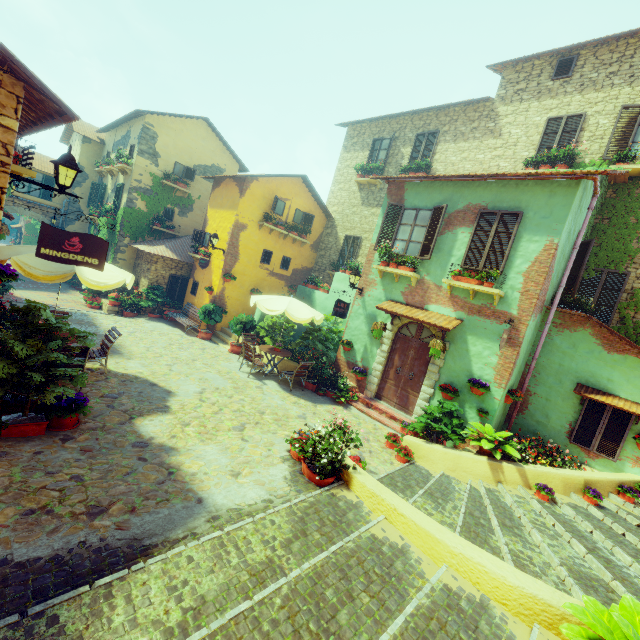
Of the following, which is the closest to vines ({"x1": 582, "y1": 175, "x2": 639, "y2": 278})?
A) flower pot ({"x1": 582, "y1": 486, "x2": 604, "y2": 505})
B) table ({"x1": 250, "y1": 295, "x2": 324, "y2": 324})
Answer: flower pot ({"x1": 582, "y1": 486, "x2": 604, "y2": 505})

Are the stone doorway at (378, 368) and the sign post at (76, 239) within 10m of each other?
yes

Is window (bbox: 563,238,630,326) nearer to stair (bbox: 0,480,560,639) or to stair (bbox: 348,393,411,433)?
stair (bbox: 0,480,560,639)

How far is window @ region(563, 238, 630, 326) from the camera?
8.8 meters

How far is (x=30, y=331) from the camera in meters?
4.9

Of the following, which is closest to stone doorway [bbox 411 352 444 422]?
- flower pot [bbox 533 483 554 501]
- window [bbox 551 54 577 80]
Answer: flower pot [bbox 533 483 554 501]

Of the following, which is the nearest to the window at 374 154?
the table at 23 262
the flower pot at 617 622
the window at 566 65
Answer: the window at 566 65

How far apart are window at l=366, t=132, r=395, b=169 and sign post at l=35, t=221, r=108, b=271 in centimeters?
1302cm
